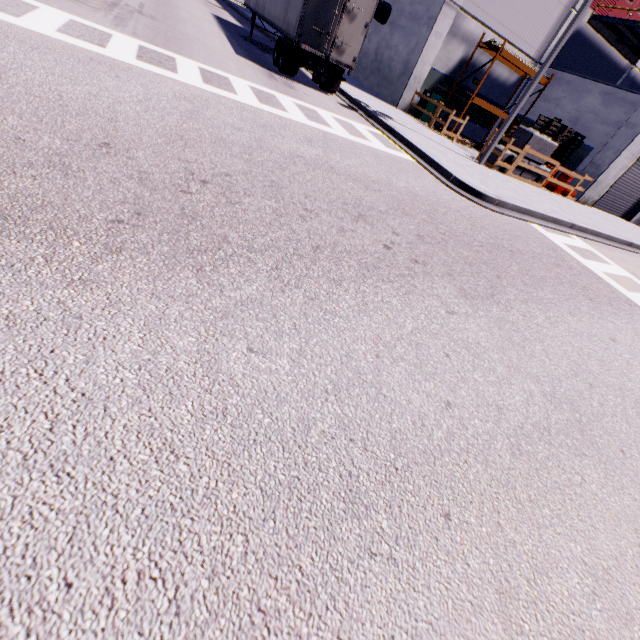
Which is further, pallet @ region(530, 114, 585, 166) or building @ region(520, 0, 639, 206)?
pallet @ region(530, 114, 585, 166)

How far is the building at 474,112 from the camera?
20.69m

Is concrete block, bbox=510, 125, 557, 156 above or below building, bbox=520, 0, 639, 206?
below

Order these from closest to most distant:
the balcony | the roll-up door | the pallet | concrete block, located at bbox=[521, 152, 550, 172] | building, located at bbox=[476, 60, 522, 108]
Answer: concrete block, located at bbox=[521, 152, 550, 172] → the pallet → the balcony → the roll-up door → building, located at bbox=[476, 60, 522, 108]

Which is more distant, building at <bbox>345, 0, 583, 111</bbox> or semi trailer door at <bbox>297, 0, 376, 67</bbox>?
building at <bbox>345, 0, 583, 111</bbox>

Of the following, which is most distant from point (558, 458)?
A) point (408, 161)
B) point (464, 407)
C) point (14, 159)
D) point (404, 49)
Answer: point (404, 49)

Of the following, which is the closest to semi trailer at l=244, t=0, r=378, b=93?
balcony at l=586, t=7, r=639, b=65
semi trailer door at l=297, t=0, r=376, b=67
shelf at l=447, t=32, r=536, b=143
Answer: semi trailer door at l=297, t=0, r=376, b=67

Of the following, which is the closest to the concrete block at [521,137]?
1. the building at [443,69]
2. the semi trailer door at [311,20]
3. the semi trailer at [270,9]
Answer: the semi trailer at [270,9]
